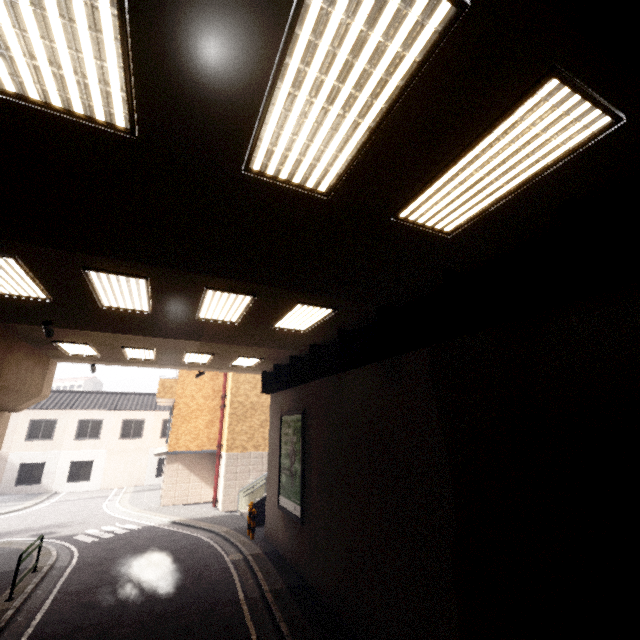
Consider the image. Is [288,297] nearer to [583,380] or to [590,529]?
[583,380]

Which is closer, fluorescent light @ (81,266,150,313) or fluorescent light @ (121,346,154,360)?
fluorescent light @ (81,266,150,313)

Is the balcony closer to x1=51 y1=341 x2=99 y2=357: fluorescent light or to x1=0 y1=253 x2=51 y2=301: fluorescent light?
x1=51 y1=341 x2=99 y2=357: fluorescent light

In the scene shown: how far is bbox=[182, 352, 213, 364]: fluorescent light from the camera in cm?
1162

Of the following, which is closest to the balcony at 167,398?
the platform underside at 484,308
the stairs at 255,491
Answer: the stairs at 255,491

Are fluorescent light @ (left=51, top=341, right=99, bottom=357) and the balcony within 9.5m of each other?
yes

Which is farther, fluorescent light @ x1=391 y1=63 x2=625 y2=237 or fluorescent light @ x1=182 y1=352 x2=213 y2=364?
fluorescent light @ x1=182 y1=352 x2=213 y2=364

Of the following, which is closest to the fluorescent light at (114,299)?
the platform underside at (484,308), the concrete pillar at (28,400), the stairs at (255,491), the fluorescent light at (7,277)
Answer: the fluorescent light at (7,277)
